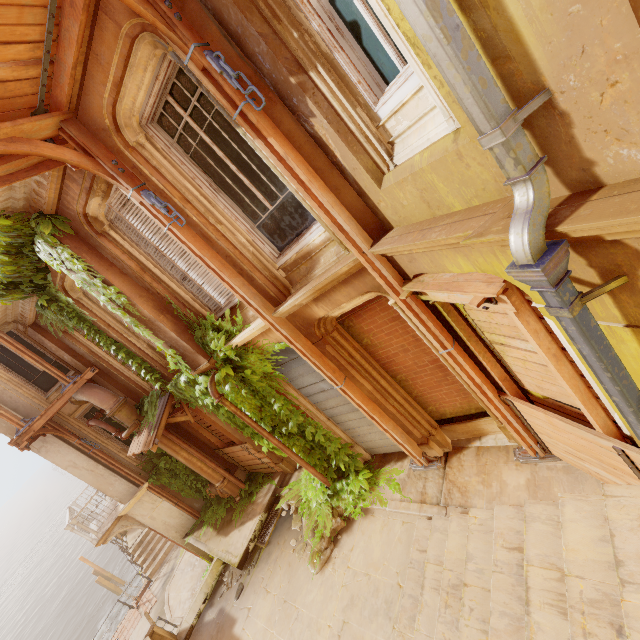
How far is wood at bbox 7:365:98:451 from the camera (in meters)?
8.99

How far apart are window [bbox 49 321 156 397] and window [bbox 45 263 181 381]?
0.39m

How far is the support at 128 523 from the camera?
10.98m

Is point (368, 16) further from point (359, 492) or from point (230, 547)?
point (230, 547)

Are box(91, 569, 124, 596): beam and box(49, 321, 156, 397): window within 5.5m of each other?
no

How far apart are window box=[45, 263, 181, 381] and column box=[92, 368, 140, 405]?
2.0m

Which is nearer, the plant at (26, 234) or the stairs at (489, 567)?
the stairs at (489, 567)

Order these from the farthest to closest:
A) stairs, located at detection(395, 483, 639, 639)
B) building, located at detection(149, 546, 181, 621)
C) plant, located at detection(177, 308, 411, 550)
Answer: building, located at detection(149, 546, 181, 621), plant, located at detection(177, 308, 411, 550), stairs, located at detection(395, 483, 639, 639)
